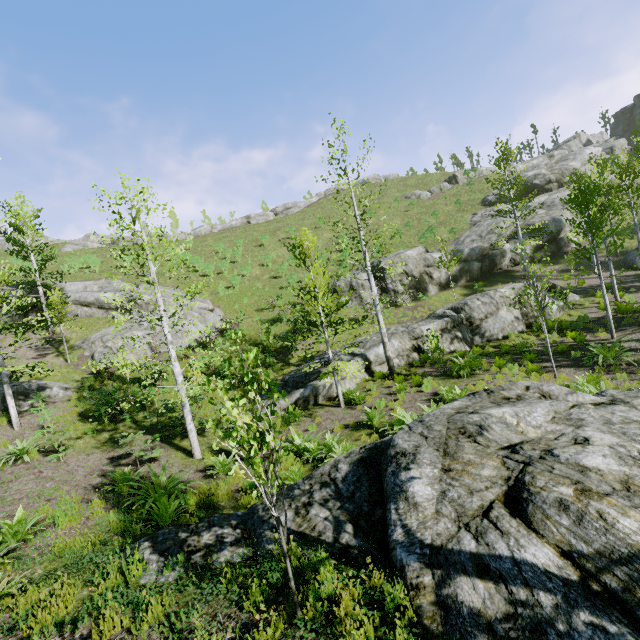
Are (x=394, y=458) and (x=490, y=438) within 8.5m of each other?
yes

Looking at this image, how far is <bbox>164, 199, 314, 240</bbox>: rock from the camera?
49.4m

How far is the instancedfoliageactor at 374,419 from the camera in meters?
10.4 m

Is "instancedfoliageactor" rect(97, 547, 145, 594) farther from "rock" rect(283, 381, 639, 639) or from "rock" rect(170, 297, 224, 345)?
"rock" rect(283, 381, 639, 639)

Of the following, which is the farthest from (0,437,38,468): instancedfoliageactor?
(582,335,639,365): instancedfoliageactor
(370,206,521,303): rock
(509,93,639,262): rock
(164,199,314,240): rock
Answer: (509,93,639,262): rock

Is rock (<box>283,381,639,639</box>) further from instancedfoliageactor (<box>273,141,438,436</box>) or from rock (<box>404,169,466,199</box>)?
rock (<box>404,169,466,199</box>)

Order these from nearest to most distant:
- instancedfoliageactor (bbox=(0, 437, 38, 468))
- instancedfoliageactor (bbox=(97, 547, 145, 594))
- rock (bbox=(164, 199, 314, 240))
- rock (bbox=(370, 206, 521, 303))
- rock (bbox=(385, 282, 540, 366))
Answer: instancedfoliageactor (bbox=(97, 547, 145, 594))
instancedfoliageactor (bbox=(0, 437, 38, 468))
rock (bbox=(385, 282, 540, 366))
rock (bbox=(370, 206, 521, 303))
rock (bbox=(164, 199, 314, 240))

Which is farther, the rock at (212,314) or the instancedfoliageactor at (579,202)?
the rock at (212,314)
